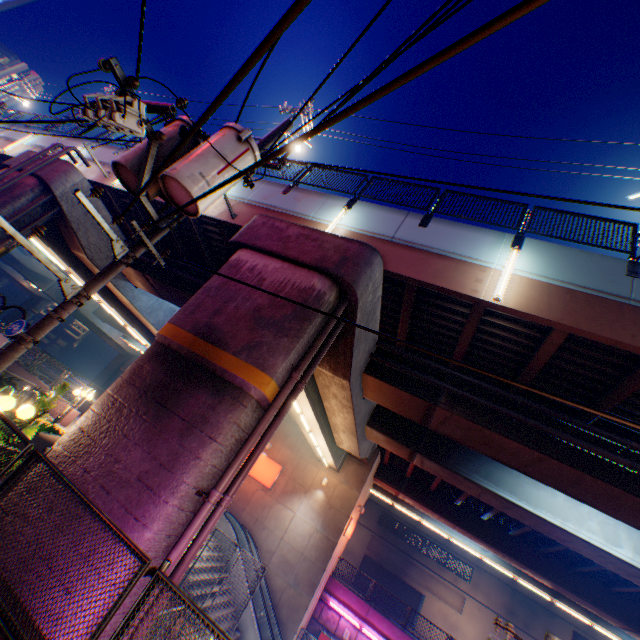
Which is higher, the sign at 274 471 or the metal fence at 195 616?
the sign at 274 471

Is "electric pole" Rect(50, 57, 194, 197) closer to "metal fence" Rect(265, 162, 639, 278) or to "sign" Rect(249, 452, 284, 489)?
"metal fence" Rect(265, 162, 639, 278)

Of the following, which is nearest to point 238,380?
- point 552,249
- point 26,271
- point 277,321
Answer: point 277,321

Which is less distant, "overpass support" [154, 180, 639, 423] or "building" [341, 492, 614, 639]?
"overpass support" [154, 180, 639, 423]

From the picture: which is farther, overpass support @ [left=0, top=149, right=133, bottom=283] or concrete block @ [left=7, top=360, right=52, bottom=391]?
concrete block @ [left=7, top=360, right=52, bottom=391]

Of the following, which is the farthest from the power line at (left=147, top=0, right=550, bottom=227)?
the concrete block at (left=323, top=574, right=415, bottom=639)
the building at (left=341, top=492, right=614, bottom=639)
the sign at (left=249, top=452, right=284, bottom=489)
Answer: the building at (left=341, top=492, right=614, bottom=639)

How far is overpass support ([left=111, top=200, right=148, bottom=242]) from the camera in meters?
14.0 m

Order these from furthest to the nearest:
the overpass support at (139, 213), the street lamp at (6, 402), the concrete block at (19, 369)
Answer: the concrete block at (19, 369) < the overpass support at (139, 213) < the street lamp at (6, 402)
